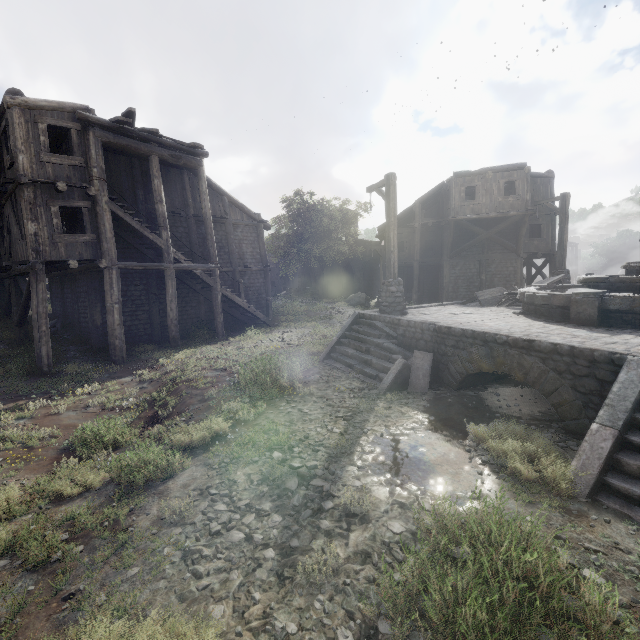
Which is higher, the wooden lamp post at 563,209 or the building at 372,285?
the wooden lamp post at 563,209

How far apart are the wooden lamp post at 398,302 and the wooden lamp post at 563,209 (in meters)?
9.08

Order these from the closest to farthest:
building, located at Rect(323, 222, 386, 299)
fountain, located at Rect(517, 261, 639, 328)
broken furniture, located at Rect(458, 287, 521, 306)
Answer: fountain, located at Rect(517, 261, 639, 328) < broken furniture, located at Rect(458, 287, 521, 306) < building, located at Rect(323, 222, 386, 299)

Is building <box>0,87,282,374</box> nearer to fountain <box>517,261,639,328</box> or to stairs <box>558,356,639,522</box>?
stairs <box>558,356,639,522</box>

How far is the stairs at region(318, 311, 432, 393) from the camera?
8.18m

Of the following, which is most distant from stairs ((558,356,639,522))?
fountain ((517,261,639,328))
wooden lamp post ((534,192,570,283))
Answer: wooden lamp post ((534,192,570,283))

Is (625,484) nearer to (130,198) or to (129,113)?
(129,113)

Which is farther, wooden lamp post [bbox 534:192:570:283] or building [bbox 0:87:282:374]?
wooden lamp post [bbox 534:192:570:283]
